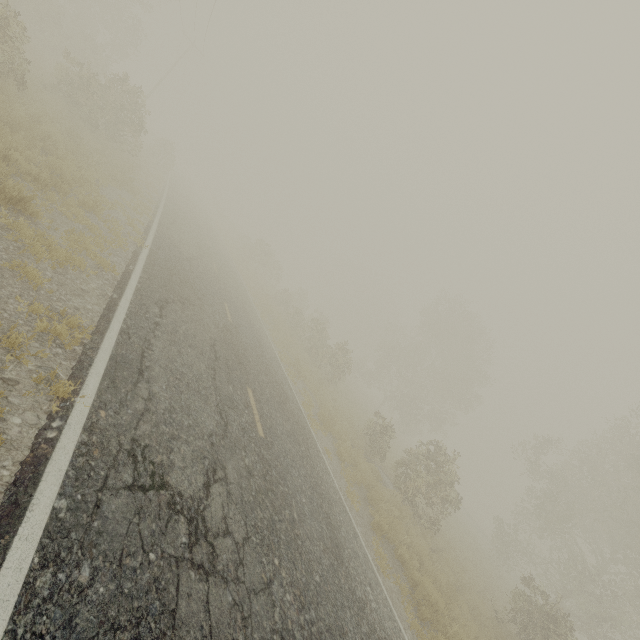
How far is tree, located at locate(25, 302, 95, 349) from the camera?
4.37m

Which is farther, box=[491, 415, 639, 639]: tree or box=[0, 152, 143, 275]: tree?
box=[491, 415, 639, 639]: tree

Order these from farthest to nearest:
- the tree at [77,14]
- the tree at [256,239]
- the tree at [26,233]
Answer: the tree at [256,239] → the tree at [77,14] → the tree at [26,233]

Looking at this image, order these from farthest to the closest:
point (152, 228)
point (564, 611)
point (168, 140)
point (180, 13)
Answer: point (168, 140) → point (180, 13) → point (564, 611) → point (152, 228)

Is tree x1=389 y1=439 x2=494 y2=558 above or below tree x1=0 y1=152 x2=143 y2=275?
above

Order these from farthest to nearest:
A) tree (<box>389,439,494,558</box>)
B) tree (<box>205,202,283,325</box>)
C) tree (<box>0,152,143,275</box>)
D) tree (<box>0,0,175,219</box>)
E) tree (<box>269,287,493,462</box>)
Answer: tree (<box>205,202,283,325</box>) → tree (<box>269,287,493,462</box>) → tree (<box>389,439,494,558</box>) → tree (<box>0,0,175,219</box>) → tree (<box>0,152,143,275</box>)

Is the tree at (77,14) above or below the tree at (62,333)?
above

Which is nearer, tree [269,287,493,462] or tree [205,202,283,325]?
tree [269,287,493,462]
